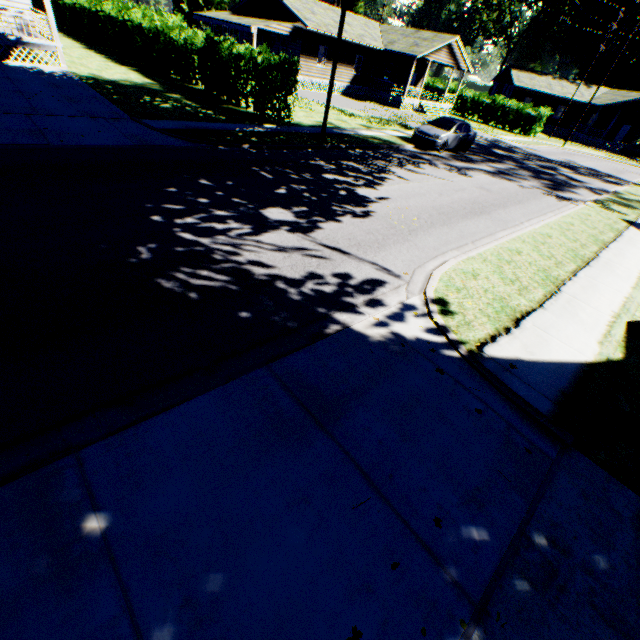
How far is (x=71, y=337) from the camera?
4.02m

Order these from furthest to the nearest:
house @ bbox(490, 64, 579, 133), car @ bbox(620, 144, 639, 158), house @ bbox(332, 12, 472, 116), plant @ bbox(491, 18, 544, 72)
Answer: plant @ bbox(491, 18, 544, 72), house @ bbox(490, 64, 579, 133), car @ bbox(620, 144, 639, 158), house @ bbox(332, 12, 472, 116)

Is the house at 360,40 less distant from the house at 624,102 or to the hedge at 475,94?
the hedge at 475,94

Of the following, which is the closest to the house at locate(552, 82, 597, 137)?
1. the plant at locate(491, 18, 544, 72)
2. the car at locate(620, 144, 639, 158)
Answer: the car at locate(620, 144, 639, 158)

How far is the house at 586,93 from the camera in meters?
45.4

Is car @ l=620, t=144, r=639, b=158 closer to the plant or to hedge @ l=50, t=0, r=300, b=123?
the plant

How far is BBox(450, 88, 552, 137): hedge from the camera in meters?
36.7

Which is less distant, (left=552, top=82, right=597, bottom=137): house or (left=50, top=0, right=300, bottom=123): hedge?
(left=50, top=0, right=300, bottom=123): hedge
